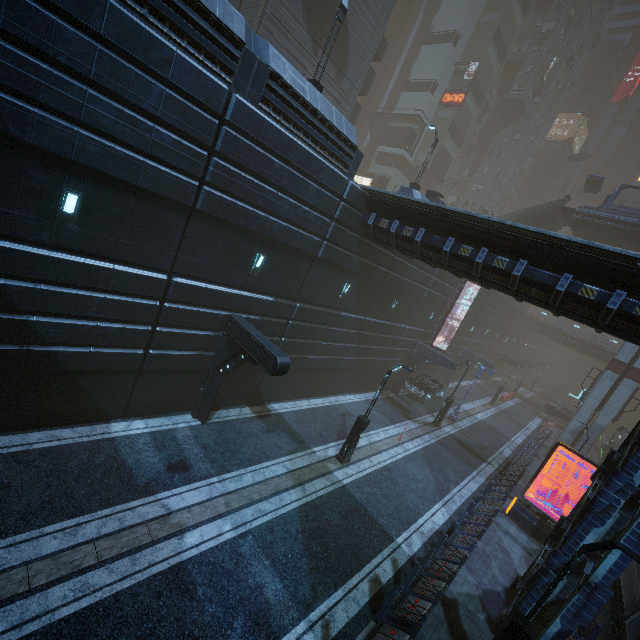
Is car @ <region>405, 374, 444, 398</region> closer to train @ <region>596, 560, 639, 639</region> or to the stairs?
train @ <region>596, 560, 639, 639</region>

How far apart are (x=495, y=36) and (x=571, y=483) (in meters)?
52.32

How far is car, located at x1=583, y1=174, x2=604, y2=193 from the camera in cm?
3659

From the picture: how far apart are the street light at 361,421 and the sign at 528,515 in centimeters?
910cm

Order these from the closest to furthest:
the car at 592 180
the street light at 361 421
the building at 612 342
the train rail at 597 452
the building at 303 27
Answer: the building at 303 27 → the street light at 361 421 → the car at 592 180 → the train rail at 597 452 → the building at 612 342

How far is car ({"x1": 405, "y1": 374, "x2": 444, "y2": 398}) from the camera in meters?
26.8

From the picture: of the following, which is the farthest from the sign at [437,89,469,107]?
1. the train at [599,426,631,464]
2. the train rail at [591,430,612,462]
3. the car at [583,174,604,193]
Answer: the train rail at [591,430,612,462]

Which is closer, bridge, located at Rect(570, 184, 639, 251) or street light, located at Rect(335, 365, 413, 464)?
street light, located at Rect(335, 365, 413, 464)
